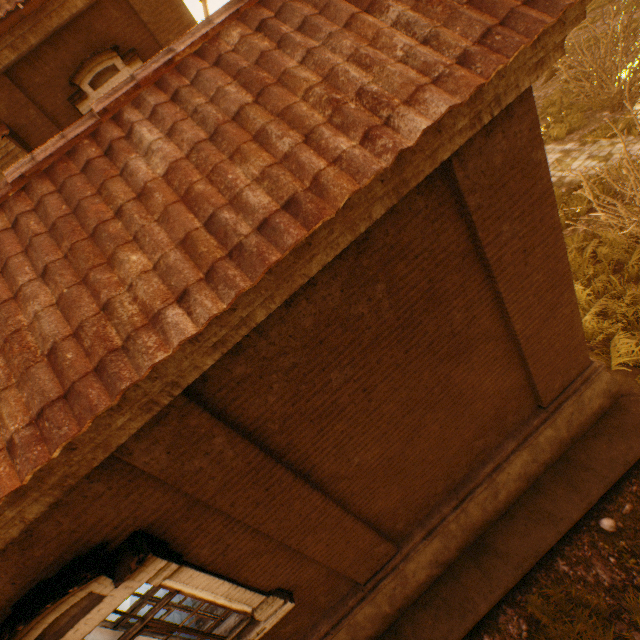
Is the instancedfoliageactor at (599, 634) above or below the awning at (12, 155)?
below

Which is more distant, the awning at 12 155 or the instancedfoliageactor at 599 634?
the awning at 12 155

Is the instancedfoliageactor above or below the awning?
below

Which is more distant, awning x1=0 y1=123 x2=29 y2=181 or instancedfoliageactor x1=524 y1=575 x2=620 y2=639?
awning x1=0 y1=123 x2=29 y2=181

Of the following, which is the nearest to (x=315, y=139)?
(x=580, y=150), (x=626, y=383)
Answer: (x=626, y=383)
